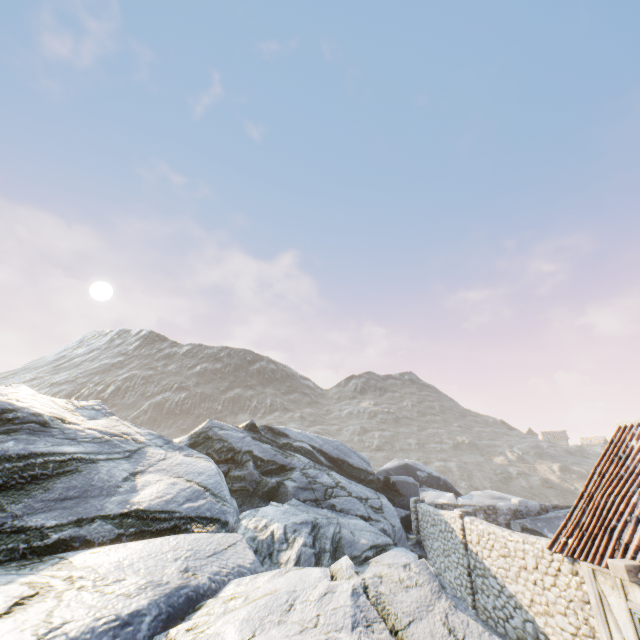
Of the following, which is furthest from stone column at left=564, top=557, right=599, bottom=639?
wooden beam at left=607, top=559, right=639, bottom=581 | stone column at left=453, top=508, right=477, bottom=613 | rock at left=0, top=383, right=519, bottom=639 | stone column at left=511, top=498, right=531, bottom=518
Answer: stone column at left=511, top=498, right=531, bottom=518

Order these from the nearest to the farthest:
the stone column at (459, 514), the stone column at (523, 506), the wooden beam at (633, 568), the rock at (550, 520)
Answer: the wooden beam at (633, 568)
the stone column at (459, 514)
the rock at (550, 520)
the stone column at (523, 506)

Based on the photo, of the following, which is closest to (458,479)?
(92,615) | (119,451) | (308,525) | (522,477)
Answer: (522,477)

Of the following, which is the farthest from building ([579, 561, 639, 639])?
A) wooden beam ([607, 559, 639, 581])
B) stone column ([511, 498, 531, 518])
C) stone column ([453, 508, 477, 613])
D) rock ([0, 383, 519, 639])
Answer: stone column ([511, 498, 531, 518])

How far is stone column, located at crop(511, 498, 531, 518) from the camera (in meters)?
18.70

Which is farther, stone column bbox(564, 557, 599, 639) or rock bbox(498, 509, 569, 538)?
rock bbox(498, 509, 569, 538)

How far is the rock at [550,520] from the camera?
17.44m

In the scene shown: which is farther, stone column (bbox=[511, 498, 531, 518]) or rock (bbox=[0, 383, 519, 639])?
stone column (bbox=[511, 498, 531, 518])
